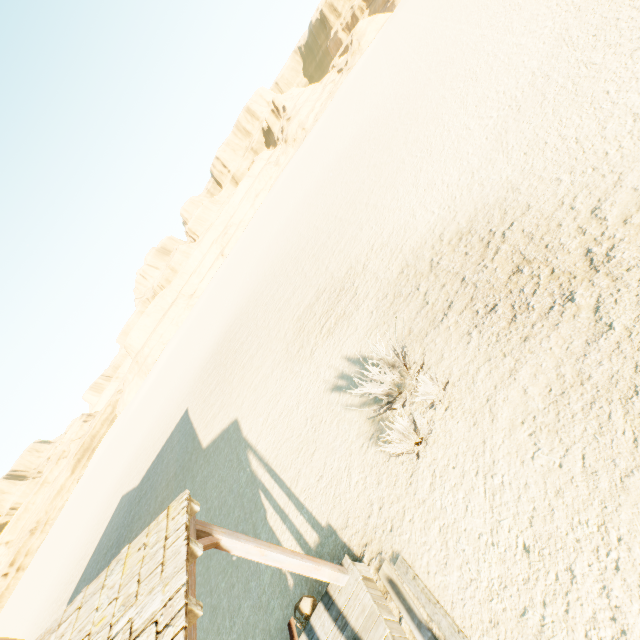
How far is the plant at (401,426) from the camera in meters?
5.7 m

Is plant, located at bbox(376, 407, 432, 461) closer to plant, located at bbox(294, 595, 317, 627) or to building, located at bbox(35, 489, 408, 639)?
building, located at bbox(35, 489, 408, 639)

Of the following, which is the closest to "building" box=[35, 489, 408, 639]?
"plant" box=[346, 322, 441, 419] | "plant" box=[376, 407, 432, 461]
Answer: "plant" box=[376, 407, 432, 461]

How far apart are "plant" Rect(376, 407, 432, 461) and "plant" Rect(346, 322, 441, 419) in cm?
54

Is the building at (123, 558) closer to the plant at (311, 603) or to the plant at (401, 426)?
the plant at (311, 603)

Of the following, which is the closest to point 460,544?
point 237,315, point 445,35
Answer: point 237,315

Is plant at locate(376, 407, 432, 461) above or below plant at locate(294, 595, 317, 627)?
below

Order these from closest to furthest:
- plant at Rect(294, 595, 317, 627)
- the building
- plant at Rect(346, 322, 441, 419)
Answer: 1. the building
2. plant at Rect(294, 595, 317, 627)
3. plant at Rect(346, 322, 441, 419)
